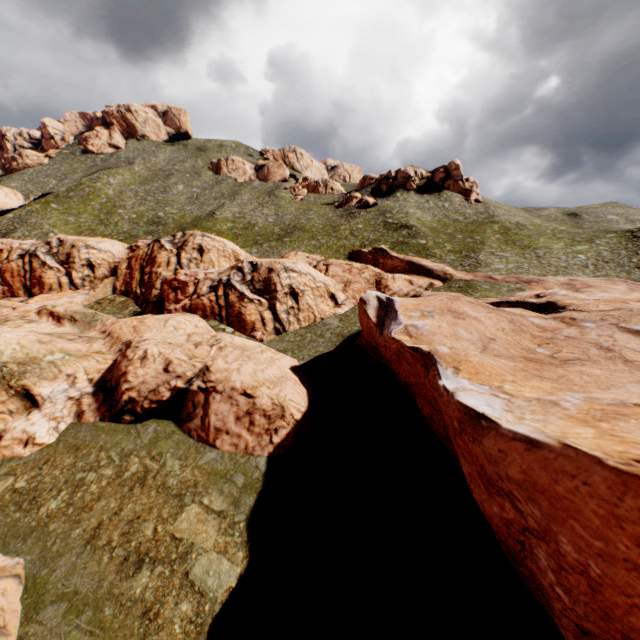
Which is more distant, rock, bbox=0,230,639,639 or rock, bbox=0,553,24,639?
rock, bbox=0,553,24,639

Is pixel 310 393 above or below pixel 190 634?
above

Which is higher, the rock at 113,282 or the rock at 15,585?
the rock at 113,282

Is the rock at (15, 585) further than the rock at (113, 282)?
Yes

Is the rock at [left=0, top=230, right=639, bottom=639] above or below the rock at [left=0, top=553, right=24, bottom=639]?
above
